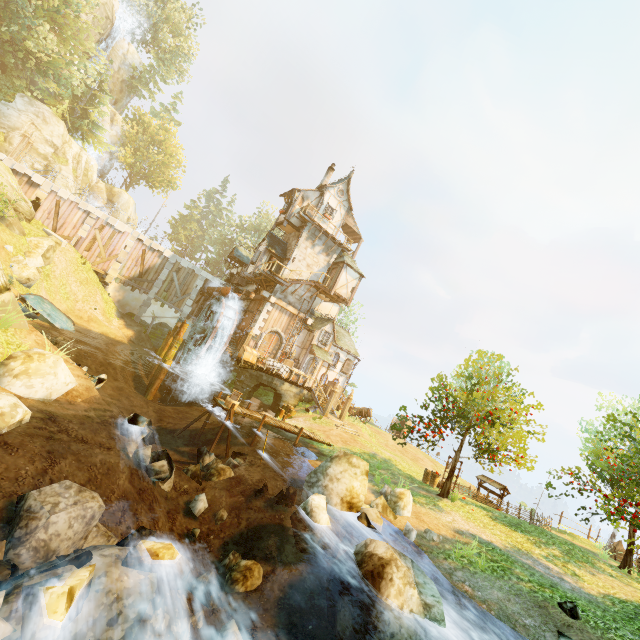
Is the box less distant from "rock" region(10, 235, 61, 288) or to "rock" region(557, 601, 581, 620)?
"rock" region(10, 235, 61, 288)

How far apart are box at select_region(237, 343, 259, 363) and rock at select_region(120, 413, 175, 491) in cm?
1416

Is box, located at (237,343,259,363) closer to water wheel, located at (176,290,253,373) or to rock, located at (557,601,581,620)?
water wheel, located at (176,290,253,373)

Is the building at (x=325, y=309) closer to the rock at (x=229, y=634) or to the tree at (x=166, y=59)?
the tree at (x=166, y=59)

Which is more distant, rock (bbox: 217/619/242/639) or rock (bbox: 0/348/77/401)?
rock (bbox: 0/348/77/401)

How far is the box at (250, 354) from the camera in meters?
24.4 m

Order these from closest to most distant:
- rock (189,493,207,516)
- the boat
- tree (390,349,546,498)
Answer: rock (189,493,207,516), tree (390,349,546,498), the boat

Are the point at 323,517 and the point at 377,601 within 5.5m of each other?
yes
